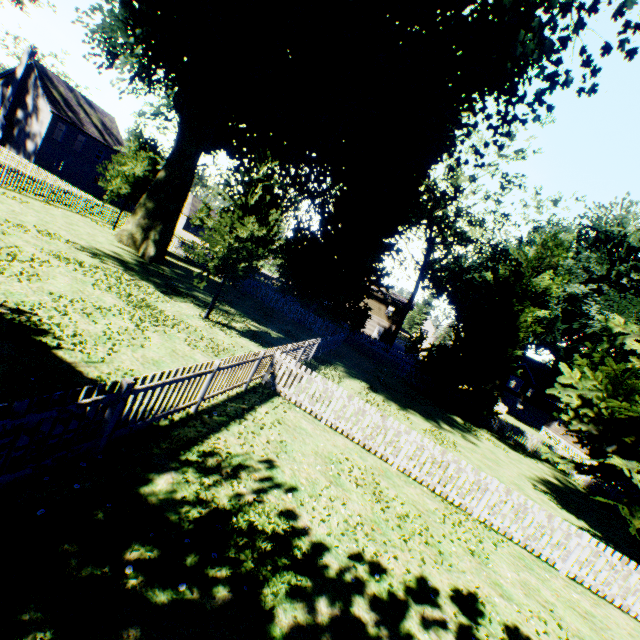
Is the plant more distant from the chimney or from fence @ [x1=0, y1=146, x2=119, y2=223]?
the chimney

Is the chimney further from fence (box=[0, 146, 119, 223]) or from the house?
the house

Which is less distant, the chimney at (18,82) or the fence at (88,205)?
the fence at (88,205)

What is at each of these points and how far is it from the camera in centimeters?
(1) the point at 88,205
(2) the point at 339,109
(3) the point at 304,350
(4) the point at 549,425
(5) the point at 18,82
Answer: (1) fence, 2759cm
(2) plant, 2300cm
(3) fence, 1450cm
(4) house, 4075cm
(5) chimney, 3719cm

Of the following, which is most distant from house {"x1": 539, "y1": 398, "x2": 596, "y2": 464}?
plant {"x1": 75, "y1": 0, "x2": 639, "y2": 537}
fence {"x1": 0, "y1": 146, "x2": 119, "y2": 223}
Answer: plant {"x1": 75, "y1": 0, "x2": 639, "y2": 537}

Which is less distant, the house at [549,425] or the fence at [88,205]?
the fence at [88,205]

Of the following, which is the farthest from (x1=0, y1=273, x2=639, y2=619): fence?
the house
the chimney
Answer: the chimney
